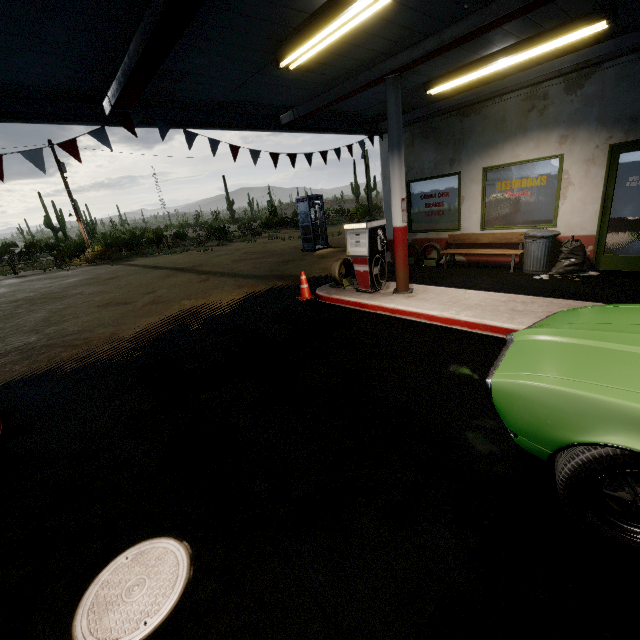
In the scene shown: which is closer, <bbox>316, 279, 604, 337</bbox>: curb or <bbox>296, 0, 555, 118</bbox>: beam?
<bbox>296, 0, 555, 118</bbox>: beam

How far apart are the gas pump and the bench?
2.9m

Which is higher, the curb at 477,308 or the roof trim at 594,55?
the roof trim at 594,55

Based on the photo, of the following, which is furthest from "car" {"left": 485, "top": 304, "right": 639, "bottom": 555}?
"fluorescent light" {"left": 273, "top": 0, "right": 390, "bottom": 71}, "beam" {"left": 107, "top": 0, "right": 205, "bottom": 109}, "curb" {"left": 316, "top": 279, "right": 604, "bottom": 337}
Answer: "fluorescent light" {"left": 273, "top": 0, "right": 390, "bottom": 71}

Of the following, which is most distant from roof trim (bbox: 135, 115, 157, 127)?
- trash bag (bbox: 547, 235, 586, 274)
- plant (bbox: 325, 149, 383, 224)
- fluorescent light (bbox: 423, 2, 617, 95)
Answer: plant (bbox: 325, 149, 383, 224)

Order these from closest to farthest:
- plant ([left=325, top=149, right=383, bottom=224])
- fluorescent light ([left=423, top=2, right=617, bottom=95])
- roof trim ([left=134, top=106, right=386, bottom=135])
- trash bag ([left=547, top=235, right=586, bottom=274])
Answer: fluorescent light ([left=423, top=2, right=617, bottom=95]), roof trim ([left=134, top=106, right=386, bottom=135]), trash bag ([left=547, top=235, right=586, bottom=274]), plant ([left=325, top=149, right=383, bottom=224])

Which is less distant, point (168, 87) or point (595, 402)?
point (595, 402)

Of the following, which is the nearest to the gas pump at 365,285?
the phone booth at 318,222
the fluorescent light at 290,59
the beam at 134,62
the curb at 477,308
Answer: the curb at 477,308
